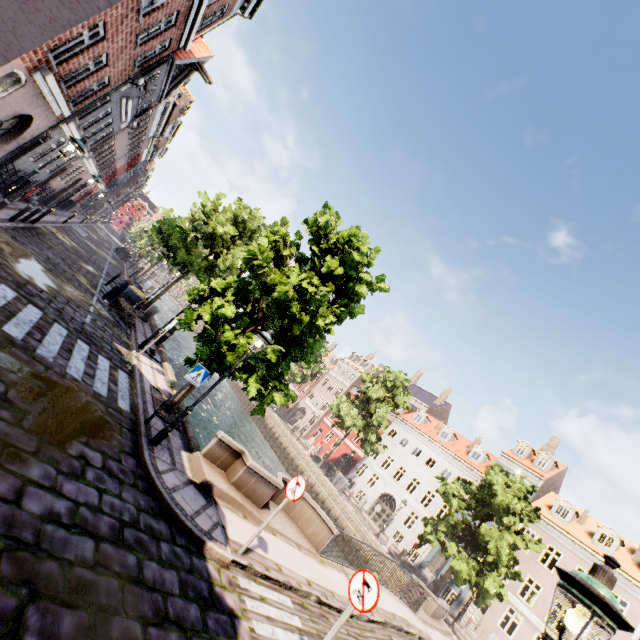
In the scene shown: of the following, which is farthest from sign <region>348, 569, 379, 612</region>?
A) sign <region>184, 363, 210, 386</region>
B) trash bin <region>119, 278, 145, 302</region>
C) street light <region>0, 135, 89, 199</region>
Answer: trash bin <region>119, 278, 145, 302</region>

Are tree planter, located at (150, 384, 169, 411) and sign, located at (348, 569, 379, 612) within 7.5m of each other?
yes

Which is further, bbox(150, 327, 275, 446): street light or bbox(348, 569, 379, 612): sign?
bbox(150, 327, 275, 446): street light

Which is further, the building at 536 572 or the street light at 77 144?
the building at 536 572

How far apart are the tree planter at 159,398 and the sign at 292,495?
4.0m

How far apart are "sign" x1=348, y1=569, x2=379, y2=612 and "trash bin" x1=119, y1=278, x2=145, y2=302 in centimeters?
1564cm

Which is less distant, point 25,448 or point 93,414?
point 25,448

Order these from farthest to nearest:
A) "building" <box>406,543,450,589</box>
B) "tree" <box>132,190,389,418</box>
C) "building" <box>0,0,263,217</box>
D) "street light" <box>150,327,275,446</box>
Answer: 1. "building" <box>406,543,450,589</box>
2. "tree" <box>132,190,389,418</box>
3. "building" <box>0,0,263,217</box>
4. "street light" <box>150,327,275,446</box>
